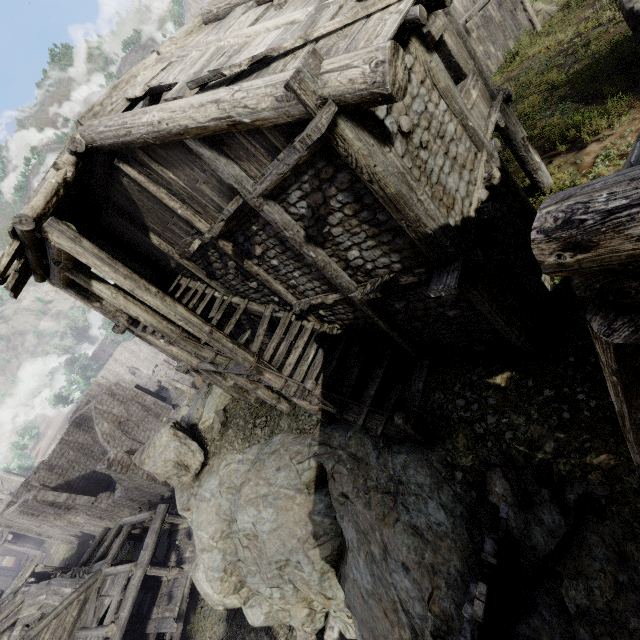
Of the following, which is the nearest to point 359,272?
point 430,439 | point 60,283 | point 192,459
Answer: point 430,439

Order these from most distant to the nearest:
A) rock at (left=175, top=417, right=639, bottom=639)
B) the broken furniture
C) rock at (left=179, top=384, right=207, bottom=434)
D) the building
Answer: rock at (left=179, top=384, right=207, bottom=434)
the broken furniture
rock at (left=175, top=417, right=639, bottom=639)
the building

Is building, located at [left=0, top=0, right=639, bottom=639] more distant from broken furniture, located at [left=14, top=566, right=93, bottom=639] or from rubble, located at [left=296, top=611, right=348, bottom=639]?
rubble, located at [left=296, top=611, right=348, bottom=639]

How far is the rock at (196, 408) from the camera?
17.6 meters

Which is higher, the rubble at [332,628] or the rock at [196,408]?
the rock at [196,408]

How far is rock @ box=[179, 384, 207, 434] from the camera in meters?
17.6

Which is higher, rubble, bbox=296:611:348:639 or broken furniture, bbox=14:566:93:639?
broken furniture, bbox=14:566:93:639

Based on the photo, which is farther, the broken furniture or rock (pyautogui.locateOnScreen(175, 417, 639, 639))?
the broken furniture
